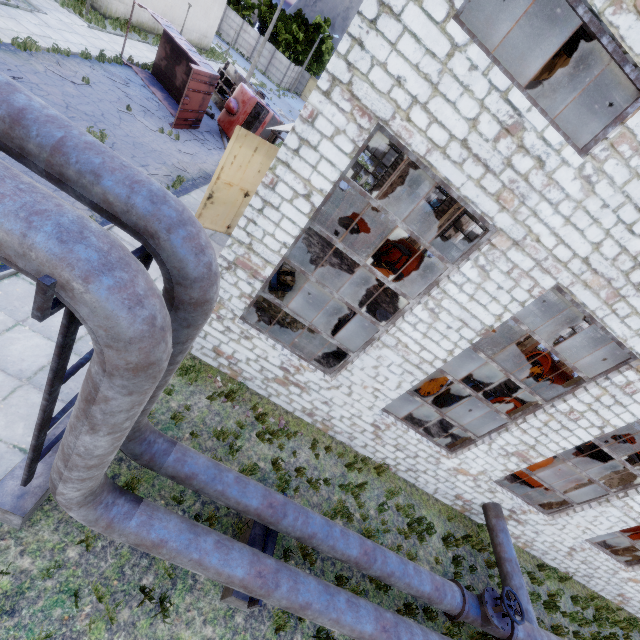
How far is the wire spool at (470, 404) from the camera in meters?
13.1 m

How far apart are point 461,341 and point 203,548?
6.2 meters

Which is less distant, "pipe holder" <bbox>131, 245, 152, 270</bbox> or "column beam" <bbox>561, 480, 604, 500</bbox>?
"pipe holder" <bbox>131, 245, 152, 270</bbox>

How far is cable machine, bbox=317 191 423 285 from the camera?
19.62m

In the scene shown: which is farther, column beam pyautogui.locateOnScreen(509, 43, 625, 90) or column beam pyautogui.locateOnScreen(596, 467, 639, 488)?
column beam pyautogui.locateOnScreen(596, 467, 639, 488)

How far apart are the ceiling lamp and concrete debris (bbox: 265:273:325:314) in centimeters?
915cm

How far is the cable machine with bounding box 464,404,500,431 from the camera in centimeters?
1349cm

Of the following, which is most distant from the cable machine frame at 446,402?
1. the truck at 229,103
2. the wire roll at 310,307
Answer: the truck at 229,103
